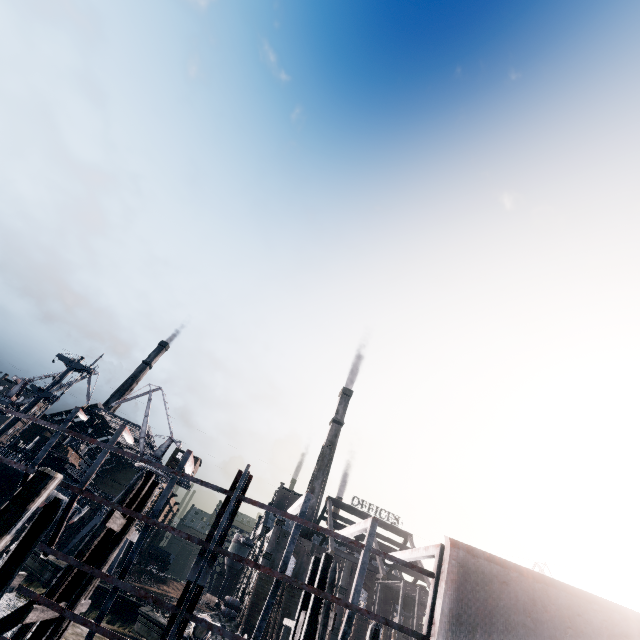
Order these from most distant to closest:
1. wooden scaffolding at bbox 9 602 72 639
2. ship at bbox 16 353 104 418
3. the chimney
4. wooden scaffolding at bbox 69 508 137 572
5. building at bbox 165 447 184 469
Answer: the chimney < building at bbox 165 447 184 469 < ship at bbox 16 353 104 418 < wooden scaffolding at bbox 69 508 137 572 < wooden scaffolding at bbox 9 602 72 639

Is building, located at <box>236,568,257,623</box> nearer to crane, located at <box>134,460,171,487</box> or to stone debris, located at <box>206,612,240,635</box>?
stone debris, located at <box>206,612,240,635</box>

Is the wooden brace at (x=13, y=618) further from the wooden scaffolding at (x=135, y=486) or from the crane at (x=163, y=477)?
the crane at (x=163, y=477)

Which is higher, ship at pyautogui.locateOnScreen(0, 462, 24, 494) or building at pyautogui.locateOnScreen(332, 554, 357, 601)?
building at pyautogui.locateOnScreen(332, 554, 357, 601)

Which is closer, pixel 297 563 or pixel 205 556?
pixel 205 556

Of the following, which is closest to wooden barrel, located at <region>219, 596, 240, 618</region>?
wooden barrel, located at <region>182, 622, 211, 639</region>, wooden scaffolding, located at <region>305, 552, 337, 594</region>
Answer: wooden barrel, located at <region>182, 622, 211, 639</region>

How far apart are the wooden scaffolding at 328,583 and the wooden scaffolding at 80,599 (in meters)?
8.30

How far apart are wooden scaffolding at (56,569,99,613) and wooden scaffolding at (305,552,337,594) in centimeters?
830cm
